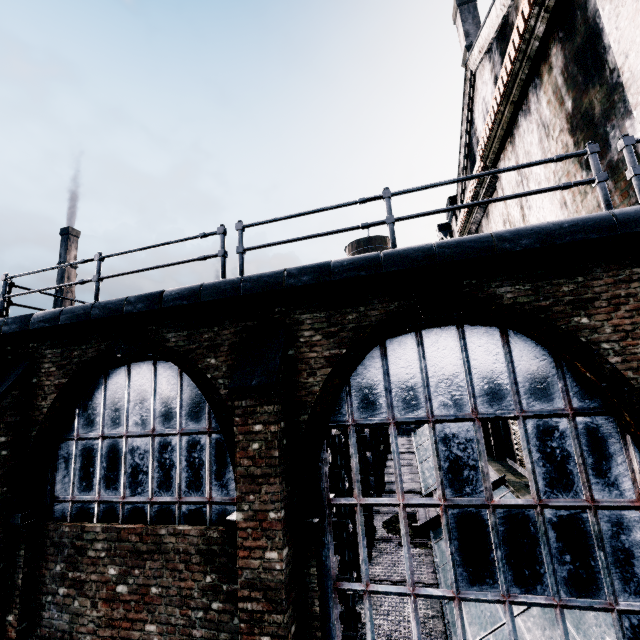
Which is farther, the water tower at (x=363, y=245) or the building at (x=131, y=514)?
the water tower at (x=363, y=245)

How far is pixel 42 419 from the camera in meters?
6.8 m

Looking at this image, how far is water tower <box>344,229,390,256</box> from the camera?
41.78m

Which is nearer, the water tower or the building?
the building

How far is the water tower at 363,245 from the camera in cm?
4178

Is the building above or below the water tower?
below
